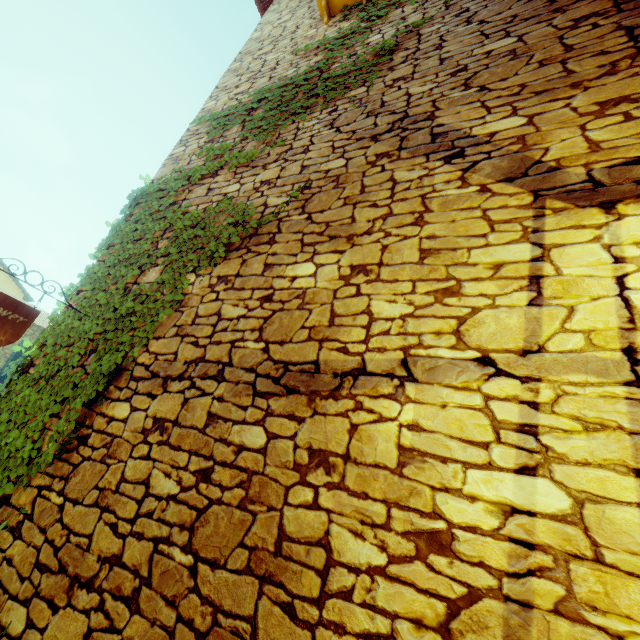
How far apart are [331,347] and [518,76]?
2.74m

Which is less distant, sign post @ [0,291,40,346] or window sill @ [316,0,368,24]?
sign post @ [0,291,40,346]

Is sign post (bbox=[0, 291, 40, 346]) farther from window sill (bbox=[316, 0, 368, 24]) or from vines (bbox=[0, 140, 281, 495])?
window sill (bbox=[316, 0, 368, 24])

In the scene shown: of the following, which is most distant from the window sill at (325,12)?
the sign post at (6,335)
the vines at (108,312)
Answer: the sign post at (6,335)

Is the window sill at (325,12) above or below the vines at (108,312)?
above

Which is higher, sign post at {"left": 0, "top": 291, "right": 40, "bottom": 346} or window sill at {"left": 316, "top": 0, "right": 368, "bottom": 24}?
window sill at {"left": 316, "top": 0, "right": 368, "bottom": 24}

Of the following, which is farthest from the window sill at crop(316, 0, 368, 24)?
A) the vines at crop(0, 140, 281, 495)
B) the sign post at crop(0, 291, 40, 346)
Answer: the sign post at crop(0, 291, 40, 346)
